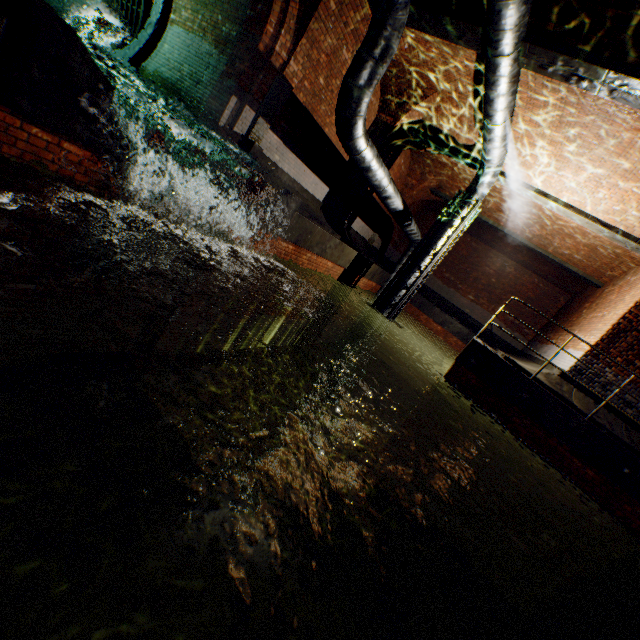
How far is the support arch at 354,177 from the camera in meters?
11.9

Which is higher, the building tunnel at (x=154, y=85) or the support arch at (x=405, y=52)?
the support arch at (x=405, y=52)

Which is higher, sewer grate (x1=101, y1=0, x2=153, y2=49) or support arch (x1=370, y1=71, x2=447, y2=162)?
support arch (x1=370, y1=71, x2=447, y2=162)

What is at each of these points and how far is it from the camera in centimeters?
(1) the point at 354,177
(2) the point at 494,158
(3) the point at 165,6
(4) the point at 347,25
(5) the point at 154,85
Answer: (1) support arch, 1190cm
(2) pipe, 859cm
(3) sewerage pipe, 880cm
(4) support arch, 712cm
(5) building tunnel, 928cm

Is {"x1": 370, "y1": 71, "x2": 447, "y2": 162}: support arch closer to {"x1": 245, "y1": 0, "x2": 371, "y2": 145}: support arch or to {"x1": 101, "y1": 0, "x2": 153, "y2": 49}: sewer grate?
{"x1": 245, "y1": 0, "x2": 371, "y2": 145}: support arch

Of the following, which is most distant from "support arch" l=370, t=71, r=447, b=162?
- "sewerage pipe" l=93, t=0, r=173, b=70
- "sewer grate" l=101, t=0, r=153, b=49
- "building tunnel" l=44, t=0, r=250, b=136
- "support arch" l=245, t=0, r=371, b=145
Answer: "sewer grate" l=101, t=0, r=153, b=49

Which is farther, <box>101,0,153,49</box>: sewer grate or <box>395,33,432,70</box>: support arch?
<box>101,0,153,49</box>: sewer grate

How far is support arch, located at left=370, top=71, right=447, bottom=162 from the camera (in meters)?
9.39
